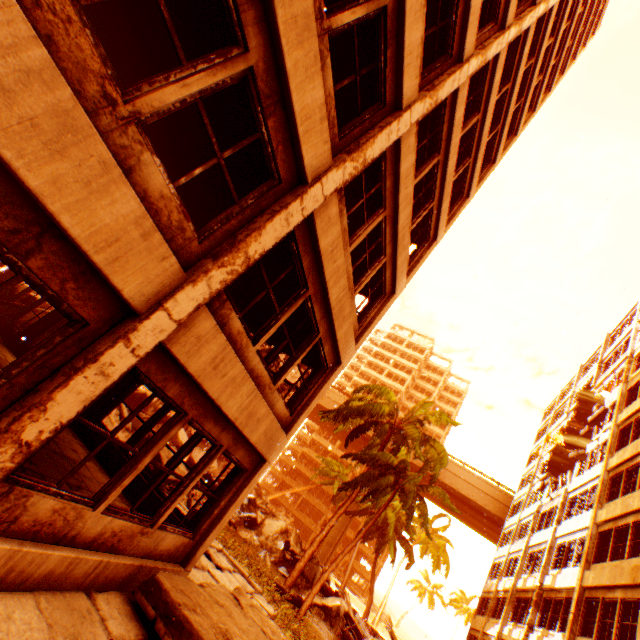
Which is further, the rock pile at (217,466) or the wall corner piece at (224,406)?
the rock pile at (217,466)

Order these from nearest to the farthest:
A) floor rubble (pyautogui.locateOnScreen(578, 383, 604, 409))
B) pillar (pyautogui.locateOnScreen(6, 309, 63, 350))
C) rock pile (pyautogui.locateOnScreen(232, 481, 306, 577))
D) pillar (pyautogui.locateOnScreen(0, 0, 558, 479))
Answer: pillar (pyautogui.locateOnScreen(0, 0, 558, 479)) → pillar (pyautogui.locateOnScreen(6, 309, 63, 350)) → rock pile (pyautogui.locateOnScreen(232, 481, 306, 577)) → floor rubble (pyautogui.locateOnScreen(578, 383, 604, 409))

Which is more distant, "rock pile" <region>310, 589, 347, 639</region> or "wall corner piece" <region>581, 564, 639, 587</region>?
"rock pile" <region>310, 589, 347, 639</region>

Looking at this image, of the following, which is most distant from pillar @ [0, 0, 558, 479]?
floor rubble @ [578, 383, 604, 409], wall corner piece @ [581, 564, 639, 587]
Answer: floor rubble @ [578, 383, 604, 409]

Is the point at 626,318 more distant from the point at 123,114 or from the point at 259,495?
the point at 259,495

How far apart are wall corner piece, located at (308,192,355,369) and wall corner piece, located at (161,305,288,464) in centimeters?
221cm

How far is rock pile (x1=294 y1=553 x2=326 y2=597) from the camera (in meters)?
18.34

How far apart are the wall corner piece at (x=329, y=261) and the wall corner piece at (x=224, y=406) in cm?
221
